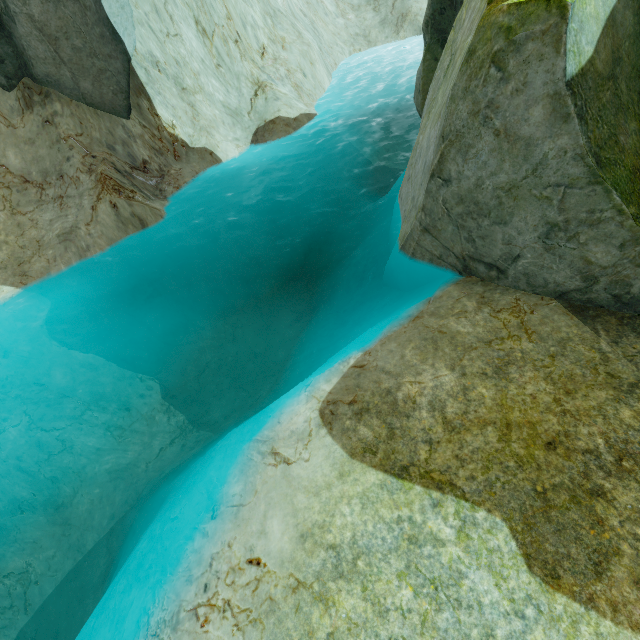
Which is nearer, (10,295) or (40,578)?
(40,578)

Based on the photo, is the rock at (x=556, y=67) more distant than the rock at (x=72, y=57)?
No

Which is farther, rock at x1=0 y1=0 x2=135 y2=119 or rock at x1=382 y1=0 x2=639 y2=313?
rock at x1=0 y1=0 x2=135 y2=119
